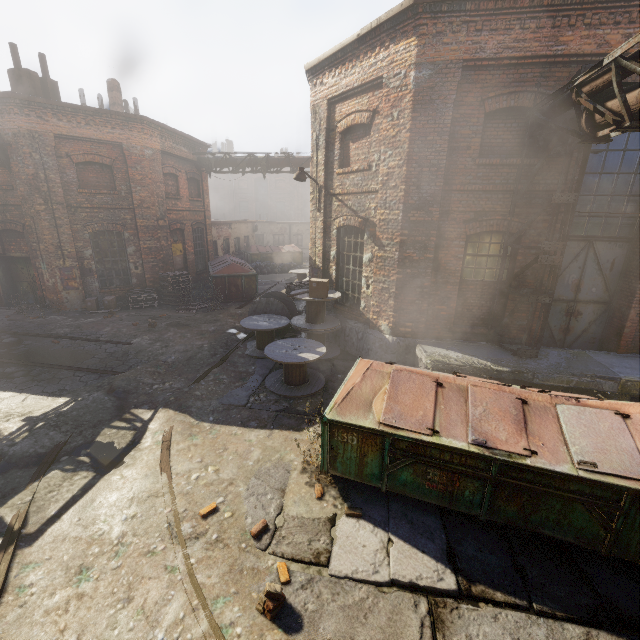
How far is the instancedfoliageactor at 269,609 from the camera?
3.43m

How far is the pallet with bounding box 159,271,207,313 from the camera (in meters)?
14.30

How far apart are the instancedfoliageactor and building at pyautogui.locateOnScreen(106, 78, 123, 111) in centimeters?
2122cm

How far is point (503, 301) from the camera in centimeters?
845cm

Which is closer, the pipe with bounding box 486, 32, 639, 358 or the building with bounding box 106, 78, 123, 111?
the pipe with bounding box 486, 32, 639, 358

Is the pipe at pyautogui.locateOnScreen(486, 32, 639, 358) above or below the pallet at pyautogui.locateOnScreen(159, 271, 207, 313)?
above

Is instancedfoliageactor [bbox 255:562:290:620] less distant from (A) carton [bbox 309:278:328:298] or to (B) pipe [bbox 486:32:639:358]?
(B) pipe [bbox 486:32:639:358]

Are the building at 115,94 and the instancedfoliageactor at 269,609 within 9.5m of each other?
no
